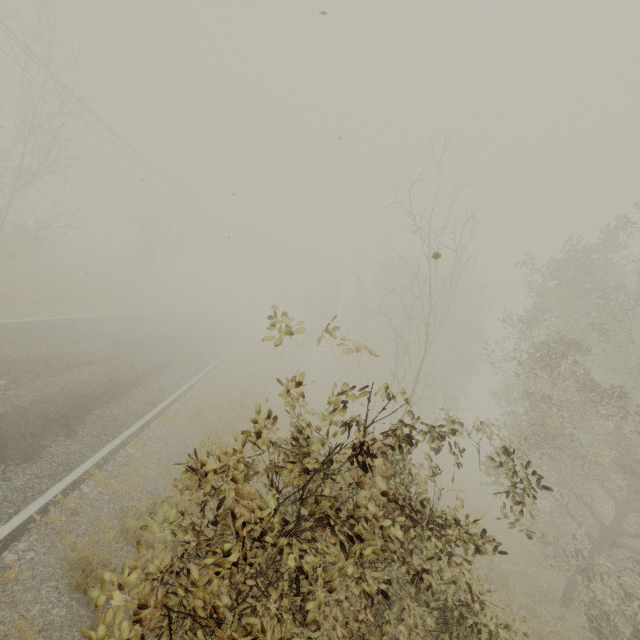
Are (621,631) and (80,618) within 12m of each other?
no
